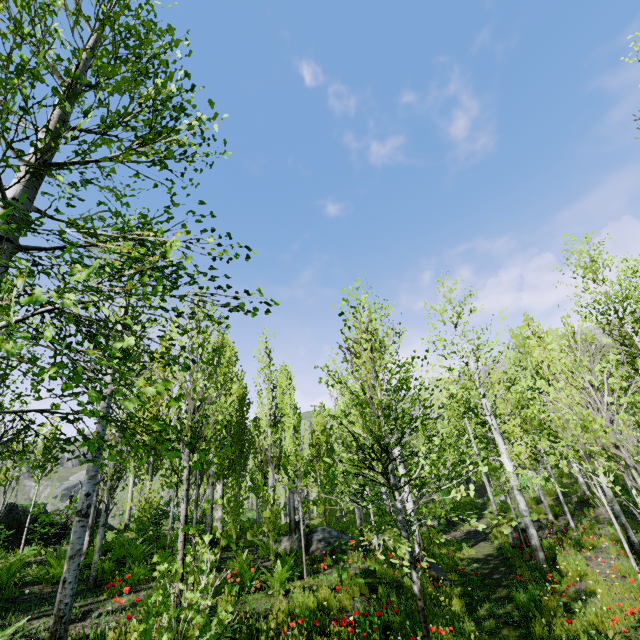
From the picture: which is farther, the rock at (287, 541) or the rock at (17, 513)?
the rock at (17, 513)

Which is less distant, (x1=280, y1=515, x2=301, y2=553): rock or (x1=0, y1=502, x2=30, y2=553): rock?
(x1=280, y1=515, x2=301, y2=553): rock

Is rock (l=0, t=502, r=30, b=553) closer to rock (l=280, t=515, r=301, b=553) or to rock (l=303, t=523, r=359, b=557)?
rock (l=303, t=523, r=359, b=557)

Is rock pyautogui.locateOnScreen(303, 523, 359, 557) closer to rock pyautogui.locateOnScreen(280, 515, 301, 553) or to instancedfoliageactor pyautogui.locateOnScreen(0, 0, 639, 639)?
instancedfoliageactor pyautogui.locateOnScreen(0, 0, 639, 639)

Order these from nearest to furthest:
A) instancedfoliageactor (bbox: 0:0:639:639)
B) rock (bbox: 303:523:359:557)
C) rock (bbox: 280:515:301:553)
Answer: instancedfoliageactor (bbox: 0:0:639:639), rock (bbox: 303:523:359:557), rock (bbox: 280:515:301:553)

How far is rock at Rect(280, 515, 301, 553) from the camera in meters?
11.8 m

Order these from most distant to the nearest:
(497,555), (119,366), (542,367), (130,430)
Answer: (130,430)
(497,555)
(542,367)
(119,366)

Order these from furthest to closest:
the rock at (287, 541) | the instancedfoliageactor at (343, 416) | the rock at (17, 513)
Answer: the rock at (17, 513), the rock at (287, 541), the instancedfoliageactor at (343, 416)
